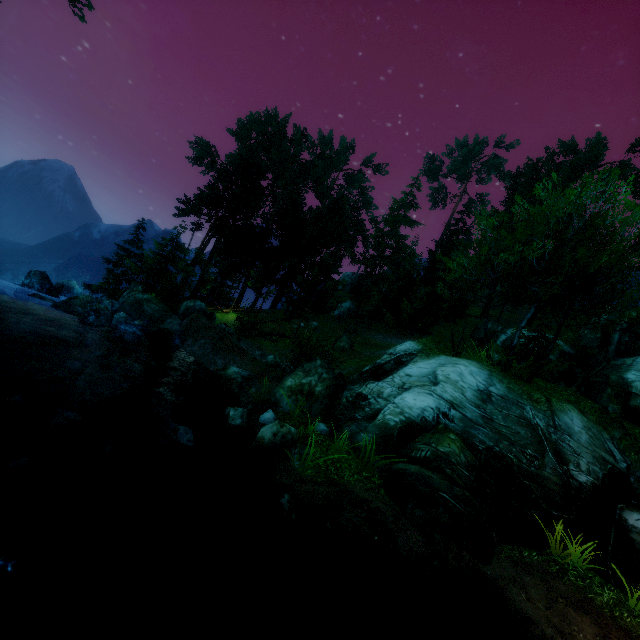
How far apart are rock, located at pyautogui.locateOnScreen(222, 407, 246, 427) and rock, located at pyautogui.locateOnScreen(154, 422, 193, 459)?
Result: 2.2m

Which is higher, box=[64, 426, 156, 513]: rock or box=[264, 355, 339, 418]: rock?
box=[264, 355, 339, 418]: rock

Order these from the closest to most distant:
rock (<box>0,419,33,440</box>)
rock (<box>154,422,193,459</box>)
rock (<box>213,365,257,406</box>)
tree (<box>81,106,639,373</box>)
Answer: rock (<box>154,422,193,459</box>) → rock (<box>0,419,33,440</box>) → tree (<box>81,106,639,373</box>) → rock (<box>213,365,257,406</box>)

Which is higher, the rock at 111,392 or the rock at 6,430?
the rock at 111,392

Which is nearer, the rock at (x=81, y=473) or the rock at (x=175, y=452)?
the rock at (x=81, y=473)

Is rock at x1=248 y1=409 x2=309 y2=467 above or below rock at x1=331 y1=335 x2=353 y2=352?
below

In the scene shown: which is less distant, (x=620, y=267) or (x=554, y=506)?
(x=554, y=506)

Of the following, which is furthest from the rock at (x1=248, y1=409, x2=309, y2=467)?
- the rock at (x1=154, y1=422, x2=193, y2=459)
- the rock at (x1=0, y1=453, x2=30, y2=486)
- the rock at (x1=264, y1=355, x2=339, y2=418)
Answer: the rock at (x1=0, y1=453, x2=30, y2=486)
